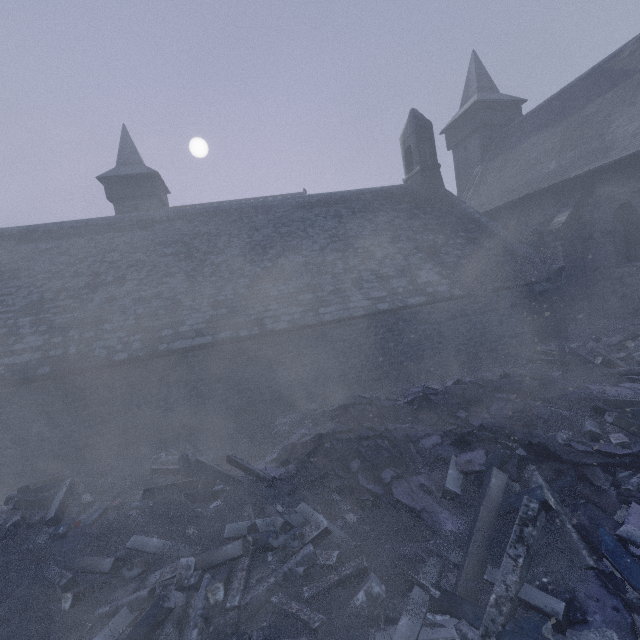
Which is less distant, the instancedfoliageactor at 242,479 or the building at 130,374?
the instancedfoliageactor at 242,479

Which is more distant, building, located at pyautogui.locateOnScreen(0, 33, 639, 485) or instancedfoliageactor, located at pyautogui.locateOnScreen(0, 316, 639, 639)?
building, located at pyautogui.locateOnScreen(0, 33, 639, 485)

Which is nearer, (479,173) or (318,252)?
(318,252)

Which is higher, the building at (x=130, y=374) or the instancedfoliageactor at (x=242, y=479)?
the building at (x=130, y=374)

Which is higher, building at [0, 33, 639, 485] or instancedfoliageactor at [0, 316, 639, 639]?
building at [0, 33, 639, 485]
